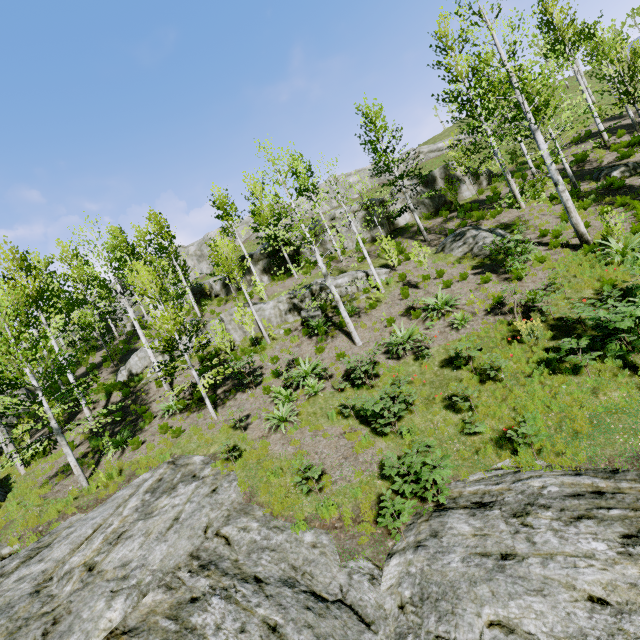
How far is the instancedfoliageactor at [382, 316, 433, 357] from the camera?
12.34m

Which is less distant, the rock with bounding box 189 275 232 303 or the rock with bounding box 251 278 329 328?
the rock with bounding box 251 278 329 328

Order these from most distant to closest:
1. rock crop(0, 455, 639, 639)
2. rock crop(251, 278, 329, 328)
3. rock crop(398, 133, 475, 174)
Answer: rock crop(398, 133, 475, 174) < rock crop(251, 278, 329, 328) < rock crop(0, 455, 639, 639)

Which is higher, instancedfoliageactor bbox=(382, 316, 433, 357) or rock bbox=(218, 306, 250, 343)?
rock bbox=(218, 306, 250, 343)

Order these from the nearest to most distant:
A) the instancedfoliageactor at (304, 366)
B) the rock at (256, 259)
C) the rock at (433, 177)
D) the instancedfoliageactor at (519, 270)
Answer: the instancedfoliageactor at (519, 270), the instancedfoliageactor at (304, 366), the rock at (433, 177), the rock at (256, 259)

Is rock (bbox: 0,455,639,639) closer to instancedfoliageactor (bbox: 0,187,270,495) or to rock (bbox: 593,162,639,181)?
instancedfoliageactor (bbox: 0,187,270,495)

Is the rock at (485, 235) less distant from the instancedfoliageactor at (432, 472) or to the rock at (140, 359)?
the rock at (140, 359)

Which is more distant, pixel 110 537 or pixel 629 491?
pixel 110 537
